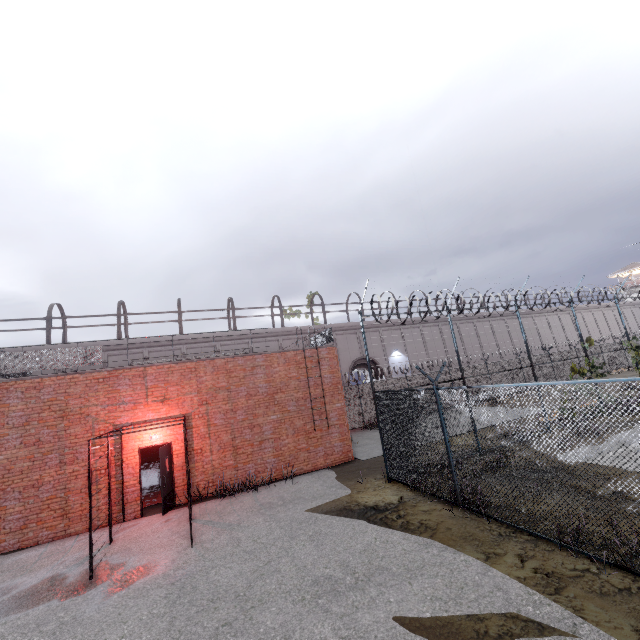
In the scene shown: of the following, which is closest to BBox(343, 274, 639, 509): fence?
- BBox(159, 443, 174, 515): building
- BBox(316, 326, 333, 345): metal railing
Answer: BBox(316, 326, 333, 345): metal railing

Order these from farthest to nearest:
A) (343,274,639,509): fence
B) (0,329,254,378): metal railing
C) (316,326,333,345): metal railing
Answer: (316,326,333,345): metal railing → (0,329,254,378): metal railing → (343,274,639,509): fence

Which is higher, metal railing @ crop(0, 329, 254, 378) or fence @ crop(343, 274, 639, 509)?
metal railing @ crop(0, 329, 254, 378)

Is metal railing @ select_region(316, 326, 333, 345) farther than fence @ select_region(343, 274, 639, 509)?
Yes

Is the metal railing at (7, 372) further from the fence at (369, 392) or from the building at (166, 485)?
the building at (166, 485)

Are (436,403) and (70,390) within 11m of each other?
A: no

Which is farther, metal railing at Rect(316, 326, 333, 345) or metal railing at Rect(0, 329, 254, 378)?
metal railing at Rect(316, 326, 333, 345)
